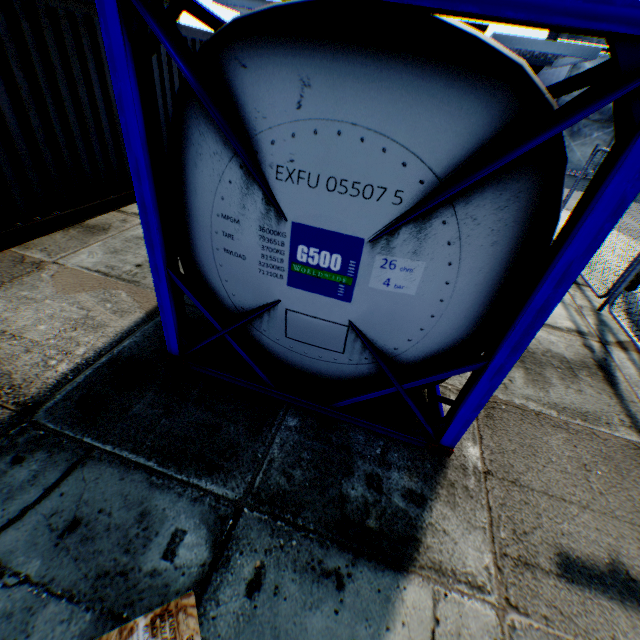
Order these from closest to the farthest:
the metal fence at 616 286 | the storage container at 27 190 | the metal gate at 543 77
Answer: the storage container at 27 190, the metal fence at 616 286, the metal gate at 543 77

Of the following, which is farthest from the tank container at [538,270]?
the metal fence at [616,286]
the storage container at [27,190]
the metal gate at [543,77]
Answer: the metal gate at [543,77]

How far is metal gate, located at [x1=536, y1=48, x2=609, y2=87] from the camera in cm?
1709

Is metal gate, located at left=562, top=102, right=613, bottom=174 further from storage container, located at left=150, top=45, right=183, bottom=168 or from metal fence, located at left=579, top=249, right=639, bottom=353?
storage container, located at left=150, top=45, right=183, bottom=168

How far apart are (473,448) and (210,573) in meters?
2.4 m

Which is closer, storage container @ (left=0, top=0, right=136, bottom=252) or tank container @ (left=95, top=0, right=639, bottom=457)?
tank container @ (left=95, top=0, right=639, bottom=457)

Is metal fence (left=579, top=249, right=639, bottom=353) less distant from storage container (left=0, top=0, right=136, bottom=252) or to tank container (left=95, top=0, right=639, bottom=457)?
tank container (left=95, top=0, right=639, bottom=457)
